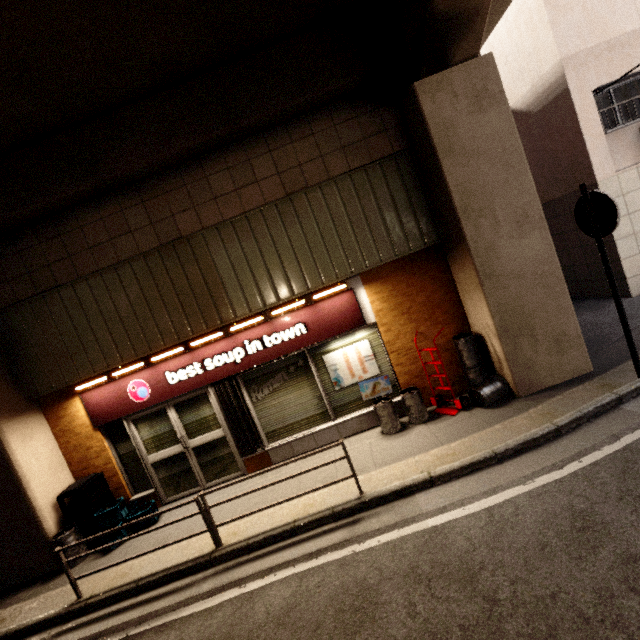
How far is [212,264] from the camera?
6.0m

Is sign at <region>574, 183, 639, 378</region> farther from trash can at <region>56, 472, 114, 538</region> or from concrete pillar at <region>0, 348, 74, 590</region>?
trash can at <region>56, 472, 114, 538</region>

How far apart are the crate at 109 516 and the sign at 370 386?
4.6m

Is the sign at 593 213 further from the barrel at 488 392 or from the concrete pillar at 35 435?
the barrel at 488 392

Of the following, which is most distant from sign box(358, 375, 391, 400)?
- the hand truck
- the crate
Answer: the crate

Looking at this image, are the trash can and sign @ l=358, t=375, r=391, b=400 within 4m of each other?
no

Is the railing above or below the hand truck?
above

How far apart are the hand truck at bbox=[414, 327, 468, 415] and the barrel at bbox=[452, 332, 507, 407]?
0.3 meters
